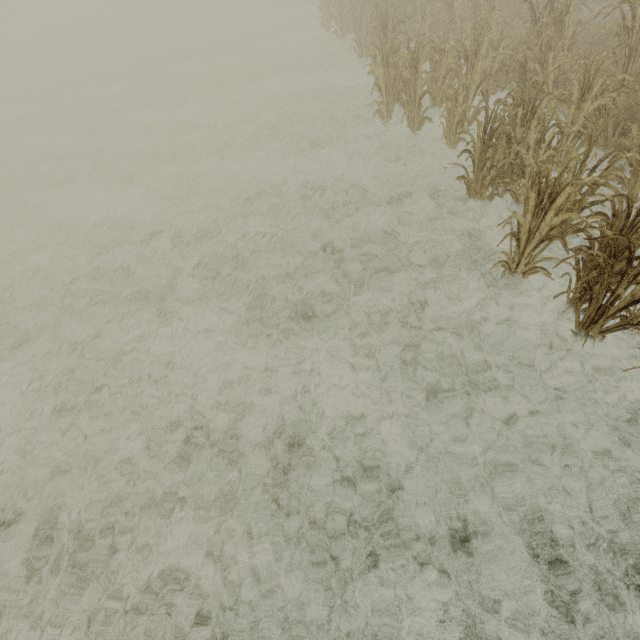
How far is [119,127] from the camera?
12.44m
